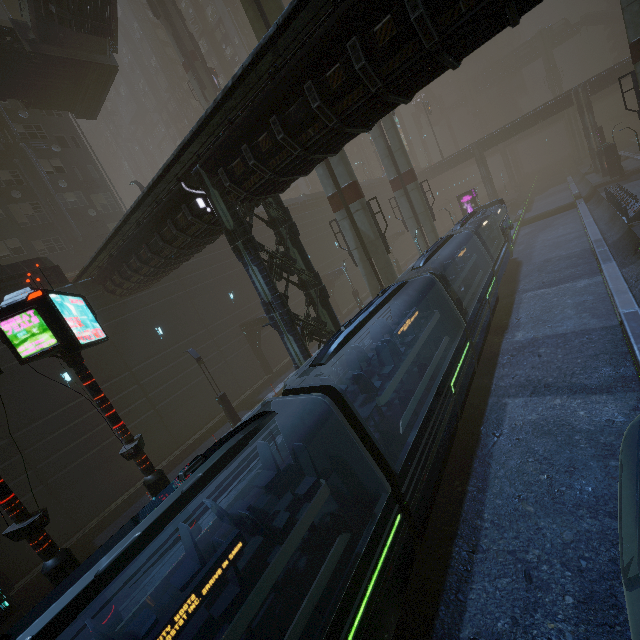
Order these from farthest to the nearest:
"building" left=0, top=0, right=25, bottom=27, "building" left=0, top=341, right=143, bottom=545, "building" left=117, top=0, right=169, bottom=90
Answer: "building" left=117, top=0, right=169, bottom=90 → "building" left=0, top=0, right=25, bottom=27 → "building" left=0, top=341, right=143, bottom=545

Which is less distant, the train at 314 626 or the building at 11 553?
the train at 314 626

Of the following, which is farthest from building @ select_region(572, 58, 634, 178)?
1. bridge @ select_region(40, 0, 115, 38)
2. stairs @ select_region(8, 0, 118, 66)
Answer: bridge @ select_region(40, 0, 115, 38)

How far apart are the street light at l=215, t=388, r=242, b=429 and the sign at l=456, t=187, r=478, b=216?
37.35m

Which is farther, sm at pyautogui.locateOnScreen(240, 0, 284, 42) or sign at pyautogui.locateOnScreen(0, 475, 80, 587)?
sm at pyautogui.locateOnScreen(240, 0, 284, 42)

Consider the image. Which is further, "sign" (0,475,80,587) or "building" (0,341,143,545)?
"building" (0,341,143,545)

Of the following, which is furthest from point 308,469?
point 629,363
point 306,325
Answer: point 629,363

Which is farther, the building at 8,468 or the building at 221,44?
the building at 221,44
